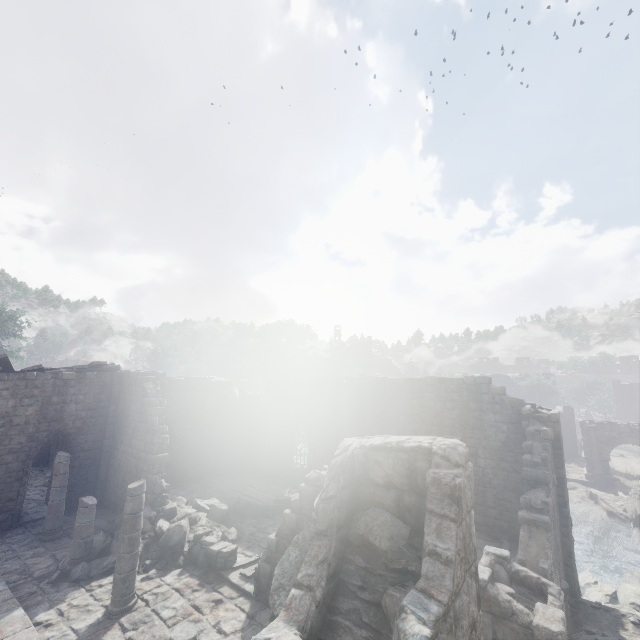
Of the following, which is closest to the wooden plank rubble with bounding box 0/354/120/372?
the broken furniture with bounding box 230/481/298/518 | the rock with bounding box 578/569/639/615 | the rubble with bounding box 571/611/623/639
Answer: the broken furniture with bounding box 230/481/298/518

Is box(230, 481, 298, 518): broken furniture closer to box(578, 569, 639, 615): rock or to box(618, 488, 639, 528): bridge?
box(578, 569, 639, 615): rock

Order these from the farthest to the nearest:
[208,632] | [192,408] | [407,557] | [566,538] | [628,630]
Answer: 1. [192,408]
2. [566,538]
3. [628,630]
4. [208,632]
5. [407,557]

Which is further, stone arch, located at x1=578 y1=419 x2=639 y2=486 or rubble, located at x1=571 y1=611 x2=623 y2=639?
stone arch, located at x1=578 y1=419 x2=639 y2=486

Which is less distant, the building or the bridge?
the building

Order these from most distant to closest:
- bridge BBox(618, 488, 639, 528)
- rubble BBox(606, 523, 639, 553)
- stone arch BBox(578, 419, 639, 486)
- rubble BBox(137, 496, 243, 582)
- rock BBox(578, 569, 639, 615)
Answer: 1. stone arch BBox(578, 419, 639, 486)
2. rubble BBox(606, 523, 639, 553)
3. bridge BBox(618, 488, 639, 528)
4. rock BBox(578, 569, 639, 615)
5. rubble BBox(137, 496, 243, 582)

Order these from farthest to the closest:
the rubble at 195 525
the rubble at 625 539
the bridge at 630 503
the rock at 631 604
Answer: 1. the rubble at 625 539
2. the bridge at 630 503
3. the rock at 631 604
4. the rubble at 195 525

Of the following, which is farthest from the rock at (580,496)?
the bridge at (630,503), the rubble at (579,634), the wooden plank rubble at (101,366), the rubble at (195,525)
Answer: the wooden plank rubble at (101,366)
